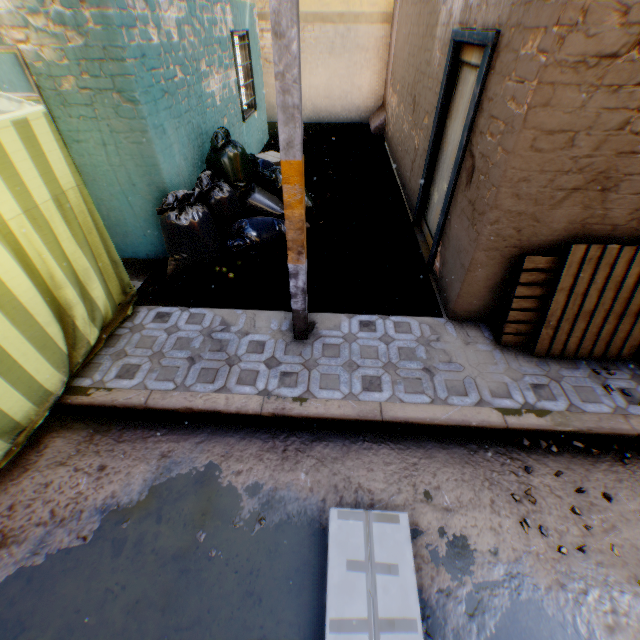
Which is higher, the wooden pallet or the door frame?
the door frame

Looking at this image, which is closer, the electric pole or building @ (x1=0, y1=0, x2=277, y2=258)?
the electric pole

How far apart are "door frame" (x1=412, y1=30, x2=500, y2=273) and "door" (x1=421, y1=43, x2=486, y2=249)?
0.0m

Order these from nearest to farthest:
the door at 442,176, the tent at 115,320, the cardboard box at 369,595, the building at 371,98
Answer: the cardboard box at 369,595 → the tent at 115,320 → the door at 442,176 → the building at 371,98

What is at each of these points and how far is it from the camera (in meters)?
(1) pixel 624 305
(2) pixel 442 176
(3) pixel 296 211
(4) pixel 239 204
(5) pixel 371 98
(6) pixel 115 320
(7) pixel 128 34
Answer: (1) wooden pallet, 3.17
(2) door, 4.58
(3) electric pole, 2.62
(4) trash bag, 5.06
(5) building, 11.11
(6) tent, 3.80
(7) building, 3.32

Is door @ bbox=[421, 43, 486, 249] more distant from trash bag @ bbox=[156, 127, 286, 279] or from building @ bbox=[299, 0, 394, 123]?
trash bag @ bbox=[156, 127, 286, 279]

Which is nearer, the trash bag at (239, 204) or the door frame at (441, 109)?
the door frame at (441, 109)

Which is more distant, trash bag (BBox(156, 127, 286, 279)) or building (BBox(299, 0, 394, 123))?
building (BBox(299, 0, 394, 123))
